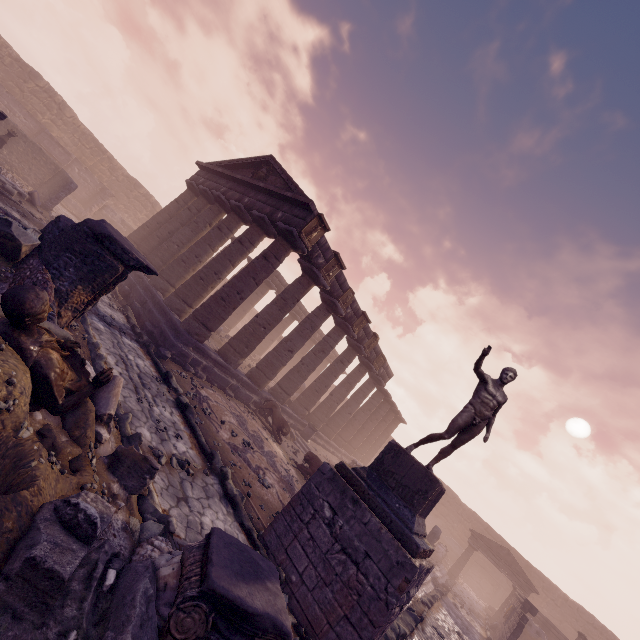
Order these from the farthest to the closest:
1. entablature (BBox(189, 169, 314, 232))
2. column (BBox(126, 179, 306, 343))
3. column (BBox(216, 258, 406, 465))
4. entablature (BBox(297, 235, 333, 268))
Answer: column (BBox(216, 258, 406, 465)), entablature (BBox(297, 235, 333, 268)), entablature (BBox(189, 169, 314, 232)), column (BBox(126, 179, 306, 343))

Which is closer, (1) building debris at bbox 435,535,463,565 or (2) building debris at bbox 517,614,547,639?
(2) building debris at bbox 517,614,547,639

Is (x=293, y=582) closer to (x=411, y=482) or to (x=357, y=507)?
(x=357, y=507)

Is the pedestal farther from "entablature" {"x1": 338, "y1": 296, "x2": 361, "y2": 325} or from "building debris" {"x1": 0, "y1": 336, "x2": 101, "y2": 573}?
"entablature" {"x1": 338, "y1": 296, "x2": 361, "y2": 325}

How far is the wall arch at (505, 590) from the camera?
26.78m

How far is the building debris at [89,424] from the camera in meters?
3.9 m

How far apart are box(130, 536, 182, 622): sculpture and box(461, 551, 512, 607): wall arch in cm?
3440

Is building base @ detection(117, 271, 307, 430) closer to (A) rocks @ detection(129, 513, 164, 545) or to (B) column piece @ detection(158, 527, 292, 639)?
(B) column piece @ detection(158, 527, 292, 639)
